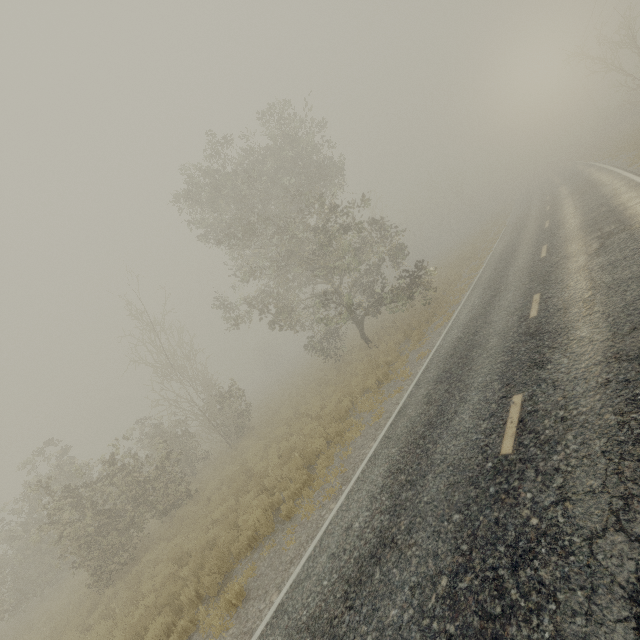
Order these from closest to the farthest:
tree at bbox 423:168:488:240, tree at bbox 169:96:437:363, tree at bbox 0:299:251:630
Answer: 1. tree at bbox 0:299:251:630
2. tree at bbox 169:96:437:363
3. tree at bbox 423:168:488:240

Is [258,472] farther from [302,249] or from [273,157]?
[273,157]

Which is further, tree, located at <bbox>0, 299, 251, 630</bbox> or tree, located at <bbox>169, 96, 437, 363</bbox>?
tree, located at <bbox>169, 96, 437, 363</bbox>

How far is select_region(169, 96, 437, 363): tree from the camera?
15.0m

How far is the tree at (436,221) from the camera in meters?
50.9

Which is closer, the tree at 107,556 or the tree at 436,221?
the tree at 107,556

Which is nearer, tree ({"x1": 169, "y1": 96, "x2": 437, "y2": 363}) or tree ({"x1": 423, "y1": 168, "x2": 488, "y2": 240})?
tree ({"x1": 169, "y1": 96, "x2": 437, "y2": 363})
